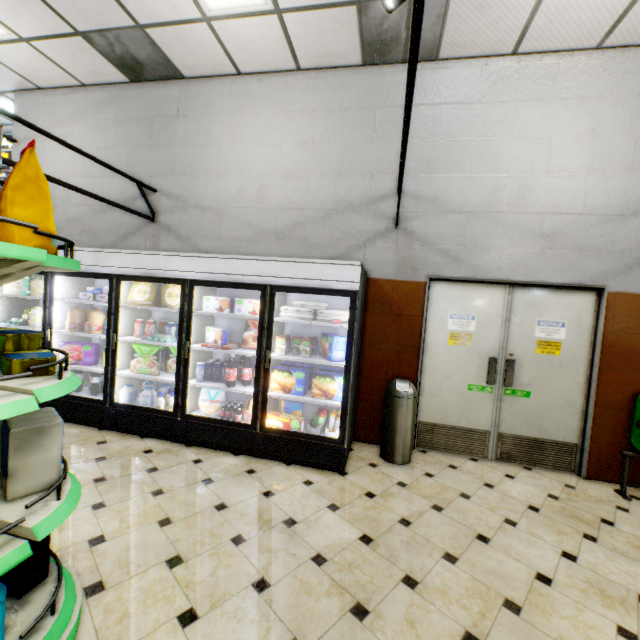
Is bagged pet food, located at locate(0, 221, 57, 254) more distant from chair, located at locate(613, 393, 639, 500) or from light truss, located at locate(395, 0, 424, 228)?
chair, located at locate(613, 393, 639, 500)

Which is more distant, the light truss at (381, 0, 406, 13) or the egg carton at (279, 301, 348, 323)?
the egg carton at (279, 301, 348, 323)

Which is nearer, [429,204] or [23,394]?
[23,394]

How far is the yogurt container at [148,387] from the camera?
4.1 meters

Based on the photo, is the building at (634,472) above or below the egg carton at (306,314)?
below

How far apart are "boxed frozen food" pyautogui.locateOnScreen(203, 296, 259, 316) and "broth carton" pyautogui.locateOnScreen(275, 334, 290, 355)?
0.6 meters

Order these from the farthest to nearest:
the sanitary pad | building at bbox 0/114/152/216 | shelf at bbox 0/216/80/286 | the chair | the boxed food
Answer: building at bbox 0/114/152/216
the boxed food
the chair
the sanitary pad
shelf at bbox 0/216/80/286

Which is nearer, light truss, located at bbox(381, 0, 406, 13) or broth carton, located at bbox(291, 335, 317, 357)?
light truss, located at bbox(381, 0, 406, 13)
